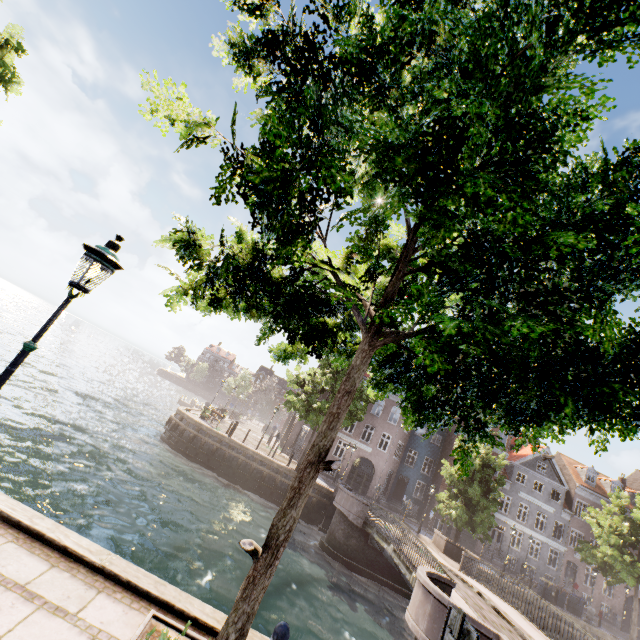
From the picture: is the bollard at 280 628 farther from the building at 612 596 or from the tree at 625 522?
the building at 612 596

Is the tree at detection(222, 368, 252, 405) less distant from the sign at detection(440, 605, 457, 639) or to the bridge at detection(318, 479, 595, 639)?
the bridge at detection(318, 479, 595, 639)

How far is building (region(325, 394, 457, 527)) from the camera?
33.0 meters

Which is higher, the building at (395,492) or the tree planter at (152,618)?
the building at (395,492)

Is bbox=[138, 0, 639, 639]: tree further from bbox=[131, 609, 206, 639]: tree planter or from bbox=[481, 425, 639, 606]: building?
bbox=[481, 425, 639, 606]: building

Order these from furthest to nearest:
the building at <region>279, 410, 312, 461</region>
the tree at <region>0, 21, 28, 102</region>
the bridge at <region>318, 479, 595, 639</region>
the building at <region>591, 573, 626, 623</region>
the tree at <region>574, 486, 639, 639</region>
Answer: the building at <region>279, 410, 312, 461</region> < the building at <region>591, 573, 626, 623</region> < the tree at <region>574, 486, 639, 639</region> < the tree at <region>0, 21, 28, 102</region> < the bridge at <region>318, 479, 595, 639</region>

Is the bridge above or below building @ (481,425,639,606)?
below

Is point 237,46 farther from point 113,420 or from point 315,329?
point 113,420
